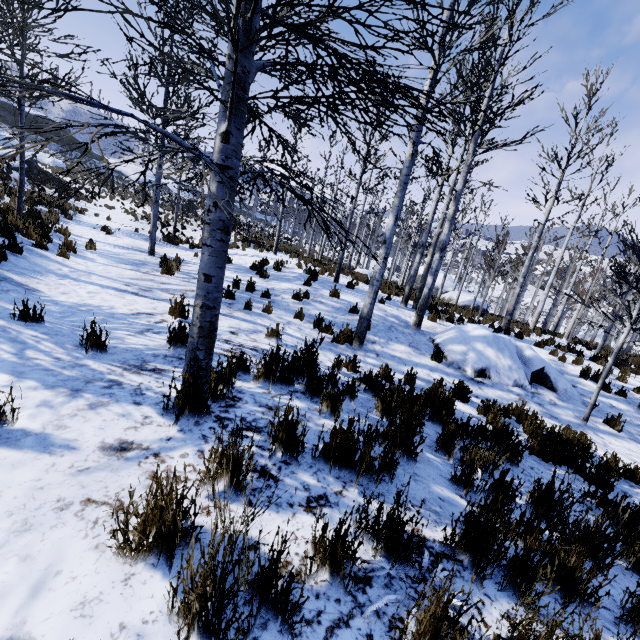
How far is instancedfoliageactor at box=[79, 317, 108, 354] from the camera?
3.3m

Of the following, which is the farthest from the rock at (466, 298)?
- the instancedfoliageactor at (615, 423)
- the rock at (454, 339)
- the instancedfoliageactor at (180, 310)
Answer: the instancedfoliageactor at (180, 310)

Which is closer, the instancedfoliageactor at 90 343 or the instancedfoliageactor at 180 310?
the instancedfoliageactor at 90 343

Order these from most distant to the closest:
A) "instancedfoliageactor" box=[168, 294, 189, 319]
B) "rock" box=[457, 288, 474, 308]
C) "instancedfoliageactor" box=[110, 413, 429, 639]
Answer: "rock" box=[457, 288, 474, 308] < "instancedfoliageactor" box=[168, 294, 189, 319] < "instancedfoliageactor" box=[110, 413, 429, 639]

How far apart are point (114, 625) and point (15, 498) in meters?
0.9 m

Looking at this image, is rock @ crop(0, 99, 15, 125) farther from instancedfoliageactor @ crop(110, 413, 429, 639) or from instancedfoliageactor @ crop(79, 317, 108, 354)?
instancedfoliageactor @ crop(79, 317, 108, 354)

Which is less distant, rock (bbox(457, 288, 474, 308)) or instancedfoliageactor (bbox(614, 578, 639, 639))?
instancedfoliageactor (bbox(614, 578, 639, 639))

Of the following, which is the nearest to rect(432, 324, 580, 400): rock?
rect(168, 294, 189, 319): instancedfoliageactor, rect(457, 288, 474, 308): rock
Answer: rect(168, 294, 189, 319): instancedfoliageactor
